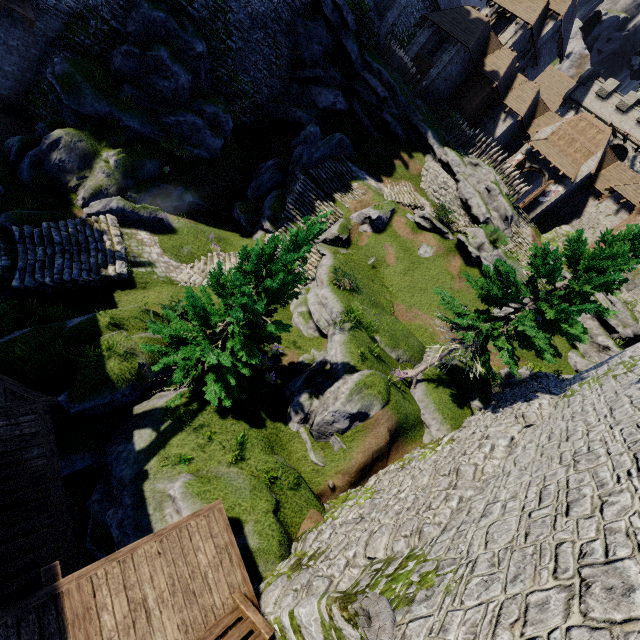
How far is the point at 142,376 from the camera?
11.51m

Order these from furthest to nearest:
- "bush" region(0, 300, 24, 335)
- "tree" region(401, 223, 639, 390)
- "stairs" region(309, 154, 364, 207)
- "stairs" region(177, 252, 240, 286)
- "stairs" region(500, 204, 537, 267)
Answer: "stairs" region(500, 204, 537, 267), "stairs" region(309, 154, 364, 207), "stairs" region(177, 252, 240, 286), "bush" region(0, 300, 24, 335), "tree" region(401, 223, 639, 390)

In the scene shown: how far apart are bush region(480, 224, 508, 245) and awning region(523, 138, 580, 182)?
13.5 meters

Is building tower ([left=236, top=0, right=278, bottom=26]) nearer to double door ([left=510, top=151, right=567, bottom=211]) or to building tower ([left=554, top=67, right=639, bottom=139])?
double door ([left=510, top=151, right=567, bottom=211])

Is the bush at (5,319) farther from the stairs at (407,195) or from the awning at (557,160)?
the awning at (557,160)

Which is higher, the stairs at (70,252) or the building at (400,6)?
the building at (400,6)

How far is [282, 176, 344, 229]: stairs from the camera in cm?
2217

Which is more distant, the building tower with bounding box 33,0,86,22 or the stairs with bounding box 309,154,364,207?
the stairs with bounding box 309,154,364,207
